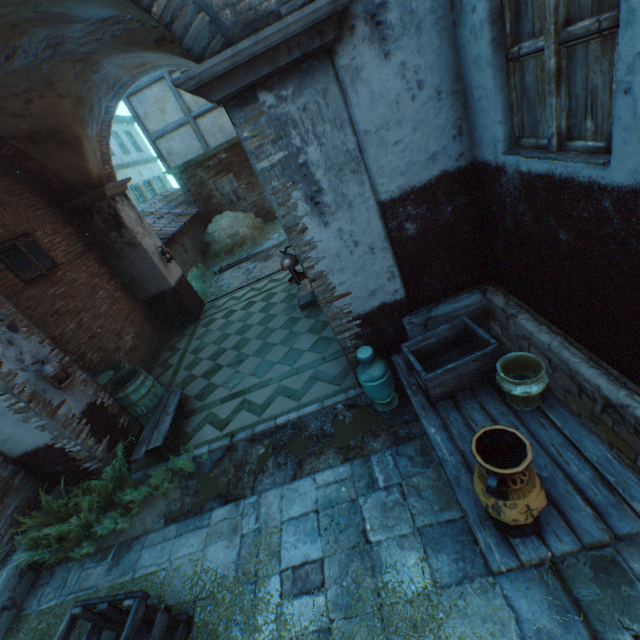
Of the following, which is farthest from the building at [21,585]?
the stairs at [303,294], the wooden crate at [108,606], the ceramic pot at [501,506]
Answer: the wooden crate at [108,606]

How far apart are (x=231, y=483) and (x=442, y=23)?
5.3m

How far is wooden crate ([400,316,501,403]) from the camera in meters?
2.9

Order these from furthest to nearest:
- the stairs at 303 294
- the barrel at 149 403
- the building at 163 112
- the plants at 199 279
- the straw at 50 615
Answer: the building at 163 112
the plants at 199 279
the stairs at 303 294
the barrel at 149 403
the straw at 50 615

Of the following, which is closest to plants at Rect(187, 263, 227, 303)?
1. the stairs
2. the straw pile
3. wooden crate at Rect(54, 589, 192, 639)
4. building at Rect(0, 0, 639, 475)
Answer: building at Rect(0, 0, 639, 475)

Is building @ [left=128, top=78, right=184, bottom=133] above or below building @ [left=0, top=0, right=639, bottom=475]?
above

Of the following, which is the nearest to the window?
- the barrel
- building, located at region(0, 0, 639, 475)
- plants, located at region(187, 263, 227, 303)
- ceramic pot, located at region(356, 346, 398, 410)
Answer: building, located at region(0, 0, 639, 475)

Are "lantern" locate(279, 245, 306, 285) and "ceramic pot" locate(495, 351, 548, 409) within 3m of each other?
yes
